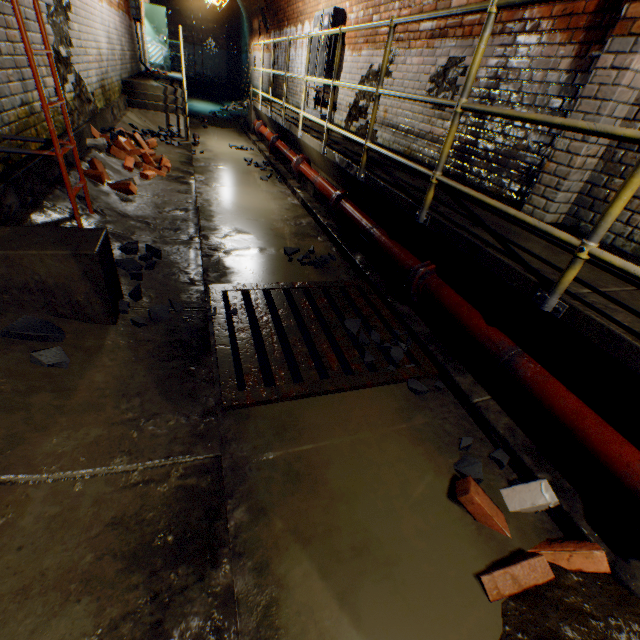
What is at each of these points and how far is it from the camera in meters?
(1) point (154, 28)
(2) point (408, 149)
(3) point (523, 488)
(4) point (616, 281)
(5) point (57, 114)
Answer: (1) door, 13.0 m
(2) building tunnel, 4.9 m
(3) bricks, 1.8 m
(4) walkway, 2.0 m
(5) building tunnel, 3.8 m

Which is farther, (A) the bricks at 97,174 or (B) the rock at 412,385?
(A) the bricks at 97,174

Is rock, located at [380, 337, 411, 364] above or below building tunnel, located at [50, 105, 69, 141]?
below

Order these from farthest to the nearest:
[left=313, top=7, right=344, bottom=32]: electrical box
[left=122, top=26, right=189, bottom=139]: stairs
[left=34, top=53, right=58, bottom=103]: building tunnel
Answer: [left=122, top=26, right=189, bottom=139]: stairs, [left=313, top=7, right=344, bottom=32]: electrical box, [left=34, top=53, right=58, bottom=103]: building tunnel

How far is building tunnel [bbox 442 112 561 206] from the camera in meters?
3.1 m

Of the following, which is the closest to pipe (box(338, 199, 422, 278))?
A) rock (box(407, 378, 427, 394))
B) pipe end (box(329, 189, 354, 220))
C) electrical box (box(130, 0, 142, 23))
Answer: pipe end (box(329, 189, 354, 220))

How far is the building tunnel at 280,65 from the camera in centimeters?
1042cm

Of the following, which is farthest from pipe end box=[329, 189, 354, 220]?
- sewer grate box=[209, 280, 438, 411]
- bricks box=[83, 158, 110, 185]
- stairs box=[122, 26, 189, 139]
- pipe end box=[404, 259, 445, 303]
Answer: stairs box=[122, 26, 189, 139]
